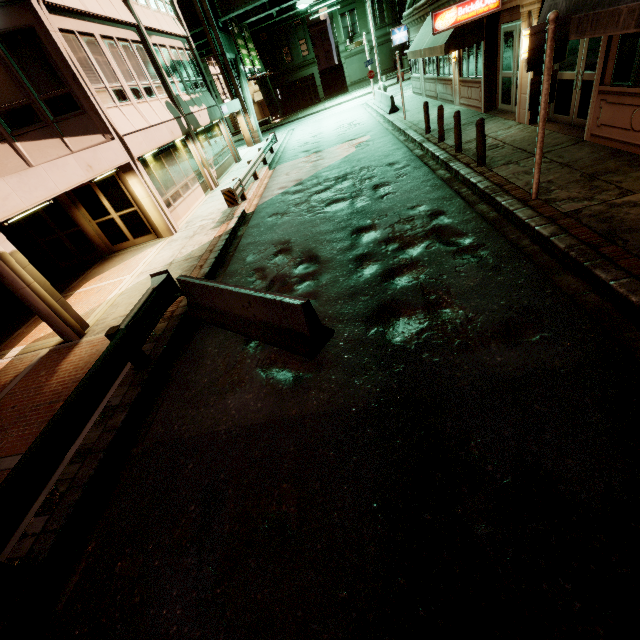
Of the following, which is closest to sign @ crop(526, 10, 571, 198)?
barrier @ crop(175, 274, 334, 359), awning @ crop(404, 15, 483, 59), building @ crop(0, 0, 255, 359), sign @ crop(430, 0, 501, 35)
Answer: barrier @ crop(175, 274, 334, 359)

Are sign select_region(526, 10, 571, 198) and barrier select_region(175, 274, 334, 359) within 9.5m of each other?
yes

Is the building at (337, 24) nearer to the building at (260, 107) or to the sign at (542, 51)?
the building at (260, 107)

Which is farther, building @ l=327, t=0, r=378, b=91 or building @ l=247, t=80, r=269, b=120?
building @ l=247, t=80, r=269, b=120

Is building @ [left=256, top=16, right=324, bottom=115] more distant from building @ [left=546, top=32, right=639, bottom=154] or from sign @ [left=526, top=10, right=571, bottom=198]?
sign @ [left=526, top=10, right=571, bottom=198]

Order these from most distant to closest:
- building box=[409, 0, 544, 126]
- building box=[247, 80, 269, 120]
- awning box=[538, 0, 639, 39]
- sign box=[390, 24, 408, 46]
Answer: building box=[247, 80, 269, 120], sign box=[390, 24, 408, 46], building box=[409, 0, 544, 126], awning box=[538, 0, 639, 39]

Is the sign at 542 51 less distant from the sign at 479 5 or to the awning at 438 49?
the sign at 479 5

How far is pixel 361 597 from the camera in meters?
2.8
